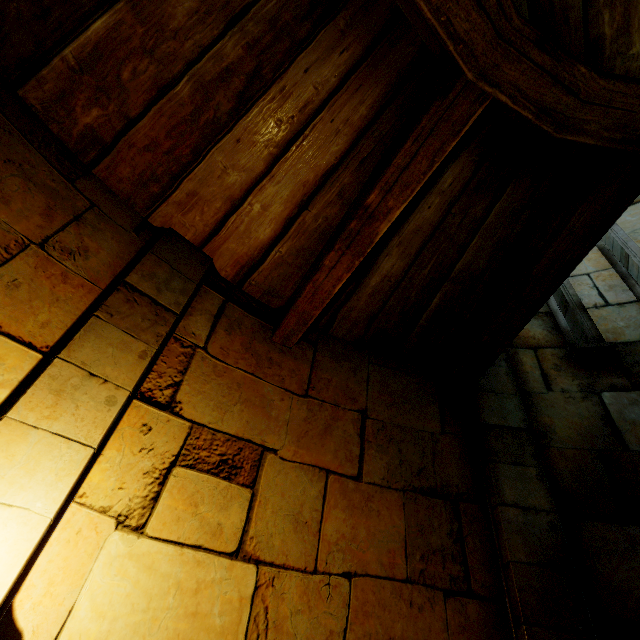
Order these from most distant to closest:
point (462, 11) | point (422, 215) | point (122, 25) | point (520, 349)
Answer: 1. point (520, 349)
2. point (422, 215)
3. point (122, 25)
4. point (462, 11)
